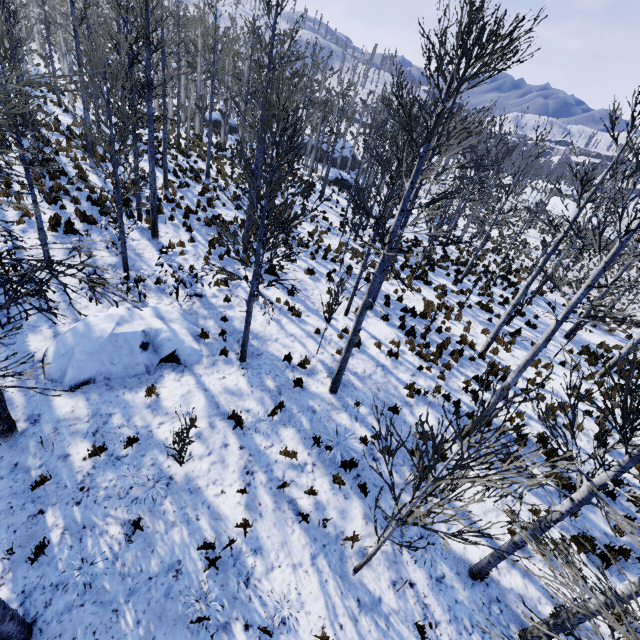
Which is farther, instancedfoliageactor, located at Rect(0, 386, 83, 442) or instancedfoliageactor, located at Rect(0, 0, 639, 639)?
instancedfoliageactor, located at Rect(0, 0, 639, 639)

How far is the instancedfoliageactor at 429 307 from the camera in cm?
1237

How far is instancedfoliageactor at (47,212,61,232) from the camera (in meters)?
11.23

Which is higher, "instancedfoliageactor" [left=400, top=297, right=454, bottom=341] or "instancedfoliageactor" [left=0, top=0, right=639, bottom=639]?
"instancedfoliageactor" [left=0, top=0, right=639, bottom=639]

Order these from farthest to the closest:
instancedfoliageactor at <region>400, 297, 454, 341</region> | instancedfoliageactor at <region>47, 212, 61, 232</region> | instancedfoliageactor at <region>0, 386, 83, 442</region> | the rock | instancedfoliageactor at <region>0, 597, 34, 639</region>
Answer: instancedfoliageactor at <region>400, 297, 454, 341</region>
instancedfoliageactor at <region>47, 212, 61, 232</region>
the rock
instancedfoliageactor at <region>0, 597, 34, 639</region>
instancedfoliageactor at <region>0, 386, 83, 442</region>

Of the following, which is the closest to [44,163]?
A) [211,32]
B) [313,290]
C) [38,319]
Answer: [38,319]

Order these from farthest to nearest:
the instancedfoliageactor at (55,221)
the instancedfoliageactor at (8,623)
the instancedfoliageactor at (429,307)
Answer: the instancedfoliageactor at (429,307)
the instancedfoliageactor at (55,221)
the instancedfoliageactor at (8,623)
